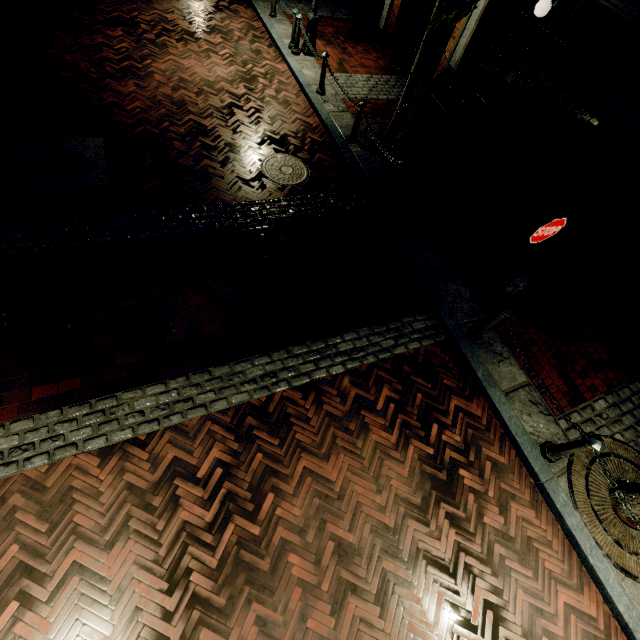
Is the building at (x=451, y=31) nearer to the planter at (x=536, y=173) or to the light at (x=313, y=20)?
the planter at (x=536, y=173)

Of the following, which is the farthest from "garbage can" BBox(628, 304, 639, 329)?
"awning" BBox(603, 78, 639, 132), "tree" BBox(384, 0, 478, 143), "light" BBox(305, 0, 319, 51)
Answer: "light" BBox(305, 0, 319, 51)

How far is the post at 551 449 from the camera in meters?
4.0

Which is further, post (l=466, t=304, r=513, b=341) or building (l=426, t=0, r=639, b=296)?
building (l=426, t=0, r=639, b=296)

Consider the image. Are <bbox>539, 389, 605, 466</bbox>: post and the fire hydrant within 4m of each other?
no

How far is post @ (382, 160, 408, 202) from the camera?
6.1m

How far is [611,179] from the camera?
6.83m

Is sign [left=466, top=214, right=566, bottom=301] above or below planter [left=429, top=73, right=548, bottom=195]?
above
